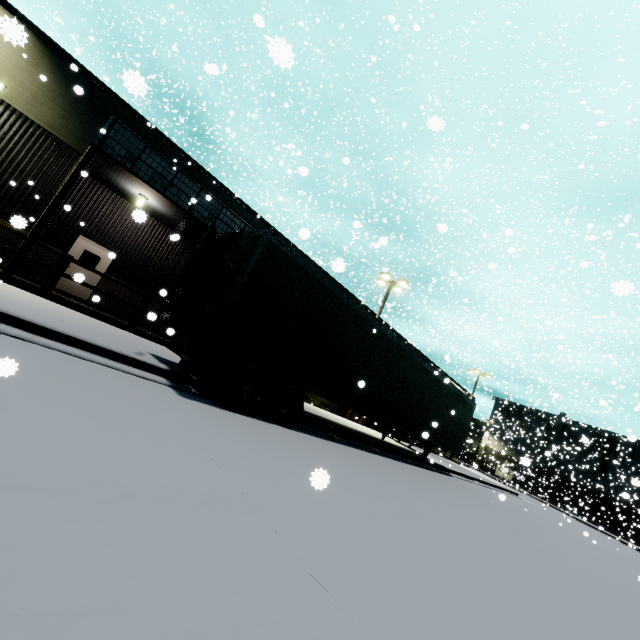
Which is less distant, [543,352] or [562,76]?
[562,76]

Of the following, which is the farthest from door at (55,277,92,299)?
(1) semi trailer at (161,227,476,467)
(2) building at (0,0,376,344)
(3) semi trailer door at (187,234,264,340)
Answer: (3) semi trailer door at (187,234,264,340)

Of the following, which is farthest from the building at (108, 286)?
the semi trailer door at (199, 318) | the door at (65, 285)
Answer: the semi trailer door at (199, 318)

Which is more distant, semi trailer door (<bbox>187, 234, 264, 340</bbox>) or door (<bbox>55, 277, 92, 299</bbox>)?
door (<bbox>55, 277, 92, 299</bbox>)

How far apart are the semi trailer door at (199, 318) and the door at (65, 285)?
10.3m

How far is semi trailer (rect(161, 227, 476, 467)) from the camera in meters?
6.9

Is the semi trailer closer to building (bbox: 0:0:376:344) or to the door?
building (bbox: 0:0:376:344)

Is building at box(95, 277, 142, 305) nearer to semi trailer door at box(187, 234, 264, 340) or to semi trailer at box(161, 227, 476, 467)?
semi trailer at box(161, 227, 476, 467)
